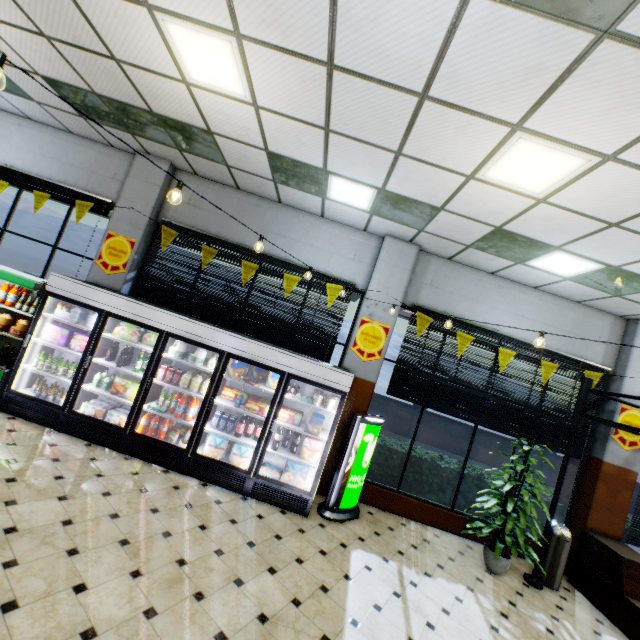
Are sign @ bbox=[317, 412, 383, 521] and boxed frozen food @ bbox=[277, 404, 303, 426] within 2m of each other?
yes

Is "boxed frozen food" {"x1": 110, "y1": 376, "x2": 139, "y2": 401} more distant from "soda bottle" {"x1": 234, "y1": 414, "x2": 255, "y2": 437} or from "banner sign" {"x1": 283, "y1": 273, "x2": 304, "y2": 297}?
"banner sign" {"x1": 283, "y1": 273, "x2": 304, "y2": 297}

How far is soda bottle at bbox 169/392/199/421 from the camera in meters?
5.1 m

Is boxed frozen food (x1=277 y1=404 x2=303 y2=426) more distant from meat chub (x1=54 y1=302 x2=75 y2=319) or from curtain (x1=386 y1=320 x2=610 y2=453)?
meat chub (x1=54 y1=302 x2=75 y2=319)

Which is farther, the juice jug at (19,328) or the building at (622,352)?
the building at (622,352)

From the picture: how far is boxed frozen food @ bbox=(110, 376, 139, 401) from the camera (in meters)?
5.15

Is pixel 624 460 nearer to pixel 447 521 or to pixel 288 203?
pixel 447 521

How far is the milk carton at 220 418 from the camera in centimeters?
516cm
